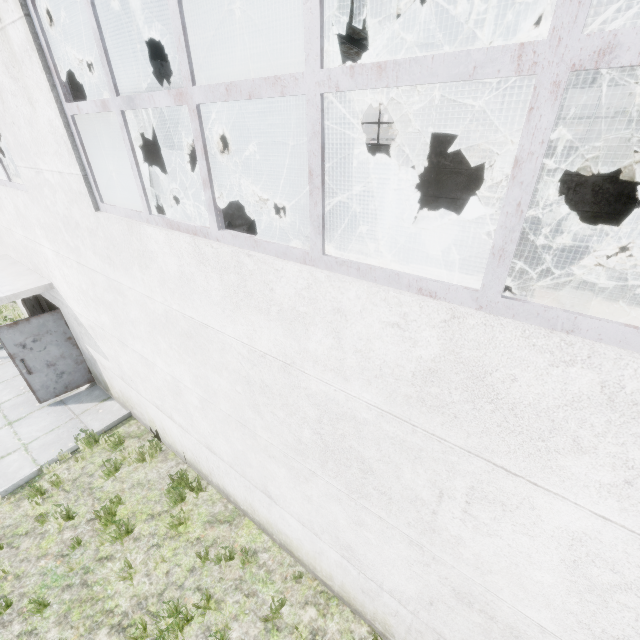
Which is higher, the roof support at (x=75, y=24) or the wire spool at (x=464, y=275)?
the roof support at (x=75, y=24)

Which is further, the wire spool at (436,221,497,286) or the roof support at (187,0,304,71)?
the wire spool at (436,221,497,286)

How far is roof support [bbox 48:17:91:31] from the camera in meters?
8.1 m

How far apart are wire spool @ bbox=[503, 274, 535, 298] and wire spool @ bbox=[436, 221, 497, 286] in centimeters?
87cm

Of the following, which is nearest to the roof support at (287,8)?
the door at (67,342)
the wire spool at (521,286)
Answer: the door at (67,342)

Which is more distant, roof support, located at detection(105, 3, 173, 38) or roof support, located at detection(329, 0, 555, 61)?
roof support, located at detection(105, 3, 173, 38)

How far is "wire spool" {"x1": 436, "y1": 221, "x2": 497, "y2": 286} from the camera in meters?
10.6

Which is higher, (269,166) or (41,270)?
(269,166)
